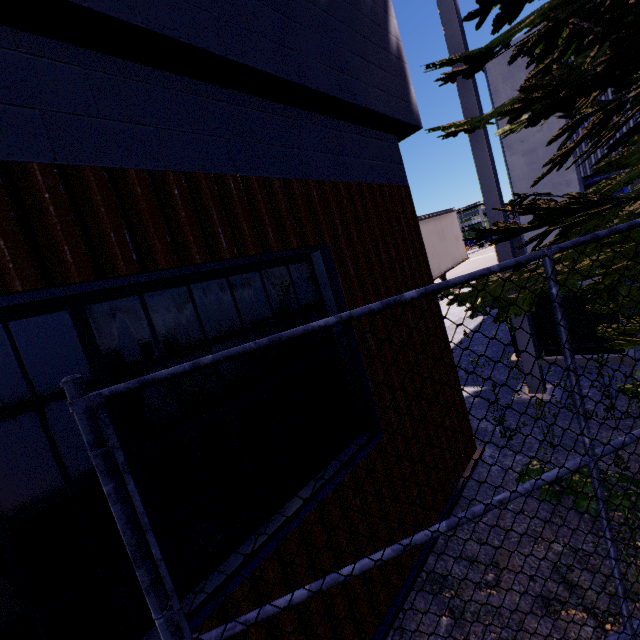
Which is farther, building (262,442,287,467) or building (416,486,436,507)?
building (416,486,436,507)

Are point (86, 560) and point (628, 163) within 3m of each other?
no

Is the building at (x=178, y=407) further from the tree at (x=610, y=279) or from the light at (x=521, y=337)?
the light at (x=521, y=337)

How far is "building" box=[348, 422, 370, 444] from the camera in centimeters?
236cm

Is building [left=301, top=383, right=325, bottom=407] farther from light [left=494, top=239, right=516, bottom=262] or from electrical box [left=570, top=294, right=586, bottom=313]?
light [left=494, top=239, right=516, bottom=262]

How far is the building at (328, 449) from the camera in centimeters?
215cm
